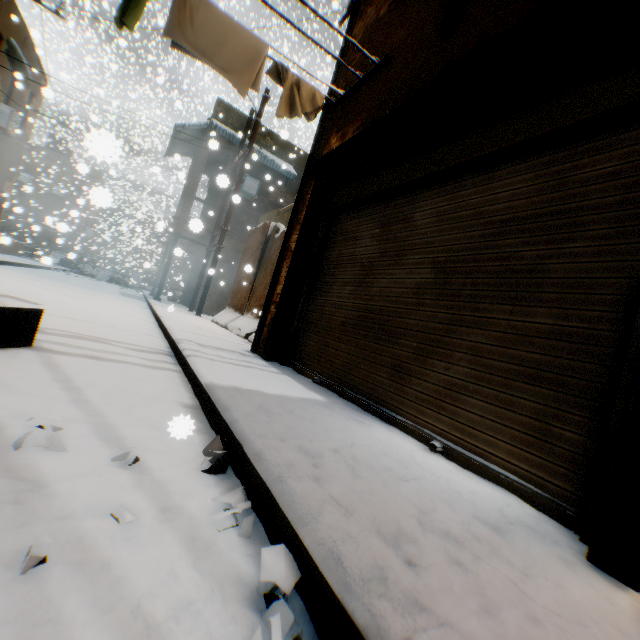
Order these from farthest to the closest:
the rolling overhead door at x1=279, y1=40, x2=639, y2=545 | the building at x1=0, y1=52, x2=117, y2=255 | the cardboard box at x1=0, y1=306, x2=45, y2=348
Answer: the building at x1=0, y1=52, x2=117, y2=255 → the cardboard box at x1=0, y1=306, x2=45, y2=348 → the rolling overhead door at x1=279, y1=40, x2=639, y2=545

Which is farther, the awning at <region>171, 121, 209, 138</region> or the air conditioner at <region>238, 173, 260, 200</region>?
the air conditioner at <region>238, 173, 260, 200</region>

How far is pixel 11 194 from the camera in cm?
1534

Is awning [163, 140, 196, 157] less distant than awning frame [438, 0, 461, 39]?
No

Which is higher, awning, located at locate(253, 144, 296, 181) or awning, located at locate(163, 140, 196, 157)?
awning, located at locate(163, 140, 196, 157)

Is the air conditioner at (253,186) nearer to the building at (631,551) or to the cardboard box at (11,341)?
the building at (631,551)

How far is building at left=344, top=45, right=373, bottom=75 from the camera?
4.7 meters

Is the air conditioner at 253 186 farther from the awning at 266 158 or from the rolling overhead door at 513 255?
the rolling overhead door at 513 255
